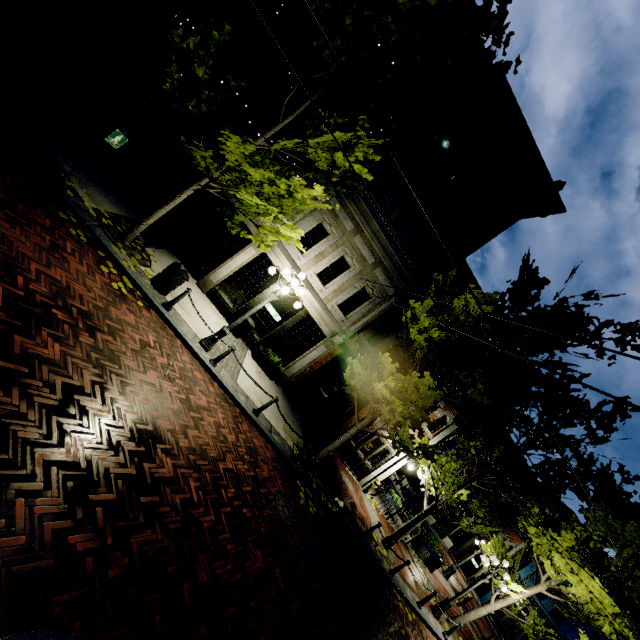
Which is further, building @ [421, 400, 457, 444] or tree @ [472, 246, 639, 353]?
building @ [421, 400, 457, 444]

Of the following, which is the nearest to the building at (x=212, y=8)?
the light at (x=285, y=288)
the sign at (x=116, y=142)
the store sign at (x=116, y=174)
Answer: the store sign at (x=116, y=174)

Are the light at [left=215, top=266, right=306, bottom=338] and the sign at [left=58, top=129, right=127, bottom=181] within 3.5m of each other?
no

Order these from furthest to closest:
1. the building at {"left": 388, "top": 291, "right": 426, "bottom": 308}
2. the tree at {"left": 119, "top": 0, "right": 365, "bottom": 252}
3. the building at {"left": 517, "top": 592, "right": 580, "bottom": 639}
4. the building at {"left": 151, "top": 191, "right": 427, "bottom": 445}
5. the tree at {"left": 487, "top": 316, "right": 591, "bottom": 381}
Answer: the building at {"left": 517, "top": 592, "right": 580, "bottom": 639} < the building at {"left": 388, "top": 291, "right": 426, "bottom": 308} < the building at {"left": 151, "top": 191, "right": 427, "bottom": 445} < the tree at {"left": 487, "top": 316, "right": 591, "bottom": 381} < the tree at {"left": 119, "top": 0, "right": 365, "bottom": 252}

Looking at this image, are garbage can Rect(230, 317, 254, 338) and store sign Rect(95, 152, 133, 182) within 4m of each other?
no

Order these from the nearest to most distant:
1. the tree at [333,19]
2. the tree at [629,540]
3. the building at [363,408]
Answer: the tree at [333,19] < the tree at [629,540] < the building at [363,408]

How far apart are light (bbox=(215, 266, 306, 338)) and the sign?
4.7m

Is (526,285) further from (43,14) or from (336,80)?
(43,14)
